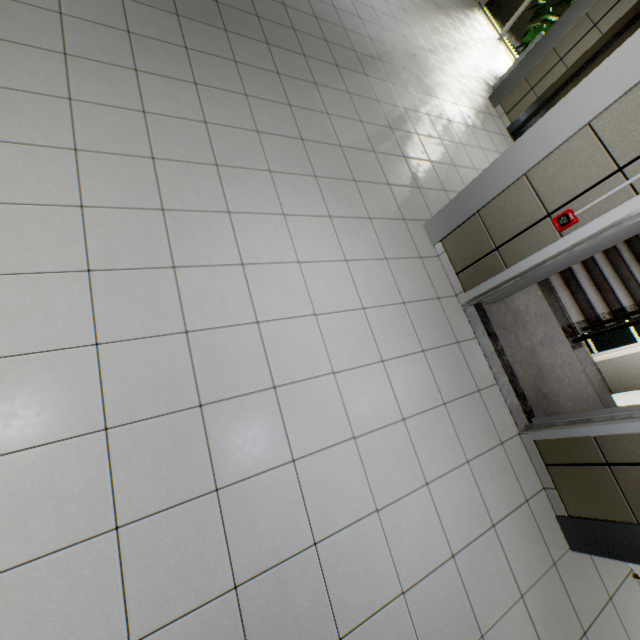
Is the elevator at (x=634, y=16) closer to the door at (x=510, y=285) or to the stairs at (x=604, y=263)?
the stairs at (x=604, y=263)

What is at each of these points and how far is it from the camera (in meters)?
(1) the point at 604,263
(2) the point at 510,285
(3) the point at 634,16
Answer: (1) stairs, 4.30
(2) door, 3.19
(3) elevator, 4.49

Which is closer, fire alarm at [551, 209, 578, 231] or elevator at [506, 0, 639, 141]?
fire alarm at [551, 209, 578, 231]

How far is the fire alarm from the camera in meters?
2.5 m

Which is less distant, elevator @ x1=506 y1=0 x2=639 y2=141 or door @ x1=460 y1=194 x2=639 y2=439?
door @ x1=460 y1=194 x2=639 y2=439

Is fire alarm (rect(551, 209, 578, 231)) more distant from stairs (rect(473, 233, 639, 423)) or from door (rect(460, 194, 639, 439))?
stairs (rect(473, 233, 639, 423))

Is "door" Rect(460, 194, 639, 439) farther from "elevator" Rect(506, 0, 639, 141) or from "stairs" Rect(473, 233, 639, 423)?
"elevator" Rect(506, 0, 639, 141)
